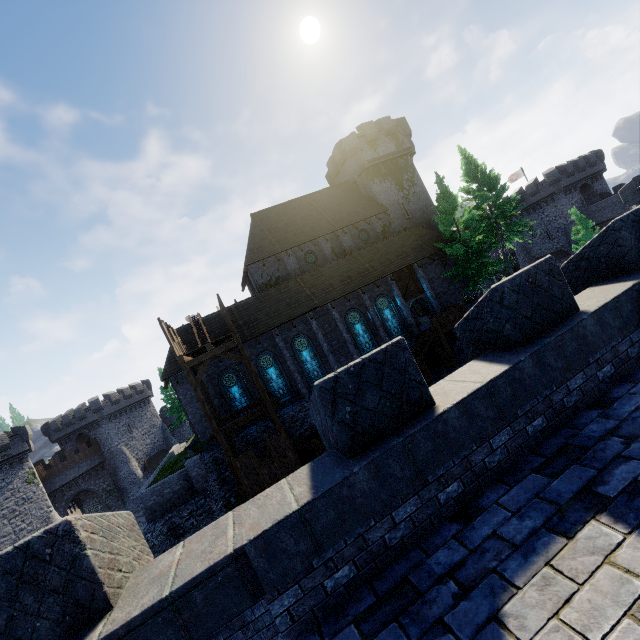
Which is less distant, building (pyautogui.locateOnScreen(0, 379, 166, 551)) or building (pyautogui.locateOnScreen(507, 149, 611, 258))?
building (pyautogui.locateOnScreen(0, 379, 166, 551))

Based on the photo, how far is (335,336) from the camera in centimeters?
2603cm

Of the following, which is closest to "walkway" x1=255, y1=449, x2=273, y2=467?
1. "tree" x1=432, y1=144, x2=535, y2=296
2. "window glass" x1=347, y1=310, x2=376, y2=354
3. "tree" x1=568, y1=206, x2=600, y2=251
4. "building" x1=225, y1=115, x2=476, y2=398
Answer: "building" x1=225, y1=115, x2=476, y2=398

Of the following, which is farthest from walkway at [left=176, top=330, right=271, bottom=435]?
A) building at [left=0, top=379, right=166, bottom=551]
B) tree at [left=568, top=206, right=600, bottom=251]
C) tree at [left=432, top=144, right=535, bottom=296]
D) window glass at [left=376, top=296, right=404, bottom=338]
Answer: tree at [left=568, top=206, right=600, bottom=251]

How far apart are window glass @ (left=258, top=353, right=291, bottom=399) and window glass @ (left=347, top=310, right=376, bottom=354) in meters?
6.5 m

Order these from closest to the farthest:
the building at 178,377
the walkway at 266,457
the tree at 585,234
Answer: the walkway at 266,457 < the building at 178,377 < the tree at 585,234

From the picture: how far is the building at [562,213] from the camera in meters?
44.0

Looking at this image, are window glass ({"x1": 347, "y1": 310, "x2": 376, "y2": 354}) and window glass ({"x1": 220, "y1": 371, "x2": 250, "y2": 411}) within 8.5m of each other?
no
